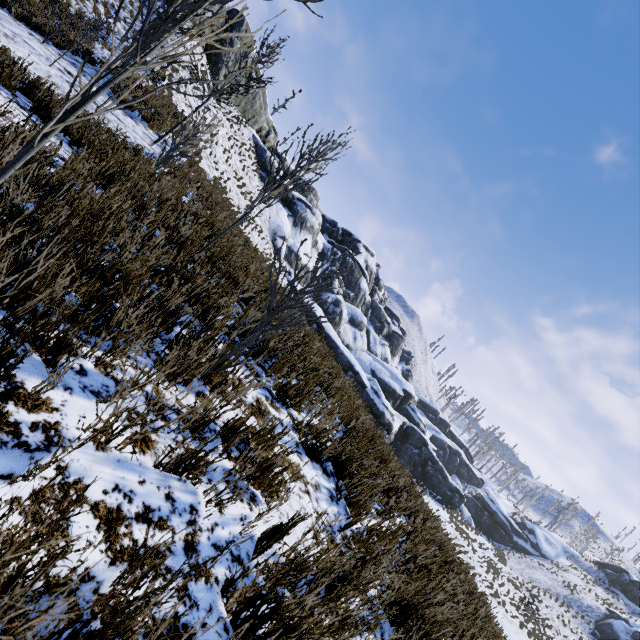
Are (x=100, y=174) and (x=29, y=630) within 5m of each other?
yes

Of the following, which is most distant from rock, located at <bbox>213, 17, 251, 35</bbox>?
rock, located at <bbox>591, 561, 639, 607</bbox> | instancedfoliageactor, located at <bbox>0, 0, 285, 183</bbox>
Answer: rock, located at <bbox>591, 561, 639, 607</bbox>

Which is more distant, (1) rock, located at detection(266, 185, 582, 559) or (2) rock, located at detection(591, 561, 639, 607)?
(2) rock, located at detection(591, 561, 639, 607)

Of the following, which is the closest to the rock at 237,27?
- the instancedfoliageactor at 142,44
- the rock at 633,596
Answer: the instancedfoliageactor at 142,44

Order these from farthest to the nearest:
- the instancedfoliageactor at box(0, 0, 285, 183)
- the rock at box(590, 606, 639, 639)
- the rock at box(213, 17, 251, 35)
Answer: the rock at box(590, 606, 639, 639) < the rock at box(213, 17, 251, 35) < the instancedfoliageactor at box(0, 0, 285, 183)

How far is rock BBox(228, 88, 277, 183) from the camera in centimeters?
3206cm
